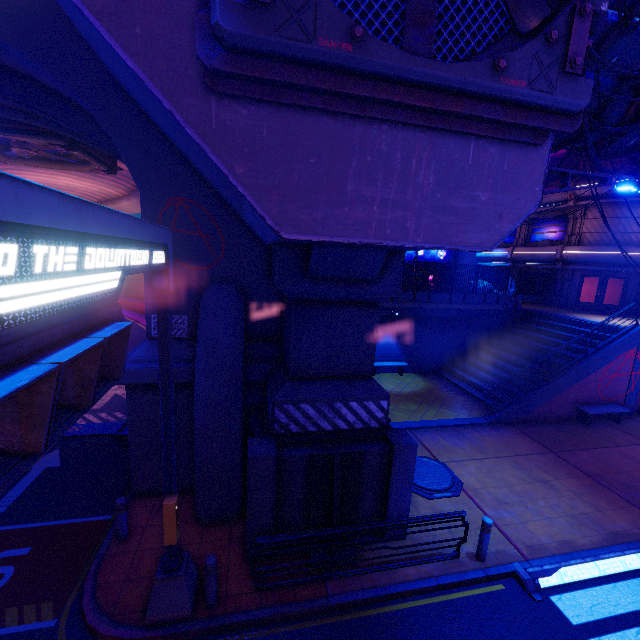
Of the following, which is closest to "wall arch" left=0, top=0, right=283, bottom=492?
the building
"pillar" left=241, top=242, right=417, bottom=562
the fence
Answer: "pillar" left=241, top=242, right=417, bottom=562

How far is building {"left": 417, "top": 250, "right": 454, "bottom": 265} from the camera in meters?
26.1 m

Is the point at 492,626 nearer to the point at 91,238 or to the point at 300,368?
the point at 300,368

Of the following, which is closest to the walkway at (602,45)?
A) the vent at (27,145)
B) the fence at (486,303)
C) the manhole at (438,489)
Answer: the fence at (486,303)

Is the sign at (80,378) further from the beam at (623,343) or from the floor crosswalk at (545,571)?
the floor crosswalk at (545,571)

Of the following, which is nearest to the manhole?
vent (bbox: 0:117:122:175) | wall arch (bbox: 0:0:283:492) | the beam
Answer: the beam

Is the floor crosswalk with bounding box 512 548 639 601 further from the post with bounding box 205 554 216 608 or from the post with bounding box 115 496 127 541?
the post with bounding box 115 496 127 541

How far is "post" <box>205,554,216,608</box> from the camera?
6.17m
